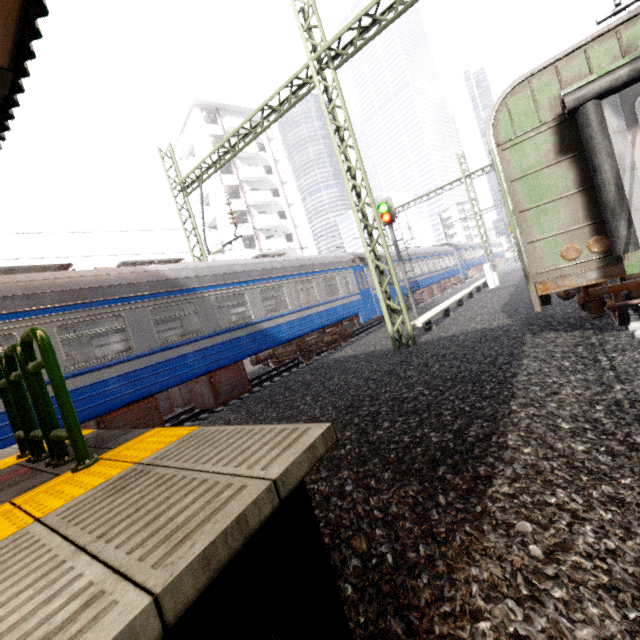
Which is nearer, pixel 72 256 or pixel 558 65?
pixel 558 65

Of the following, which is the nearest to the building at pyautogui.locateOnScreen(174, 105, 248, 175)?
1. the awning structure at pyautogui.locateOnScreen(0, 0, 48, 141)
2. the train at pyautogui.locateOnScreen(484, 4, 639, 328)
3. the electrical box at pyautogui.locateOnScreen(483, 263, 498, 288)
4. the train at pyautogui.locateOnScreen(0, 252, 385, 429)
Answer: the train at pyautogui.locateOnScreen(0, 252, 385, 429)

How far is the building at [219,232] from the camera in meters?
36.8 m

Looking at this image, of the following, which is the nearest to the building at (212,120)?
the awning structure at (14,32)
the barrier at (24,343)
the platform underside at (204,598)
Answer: the awning structure at (14,32)

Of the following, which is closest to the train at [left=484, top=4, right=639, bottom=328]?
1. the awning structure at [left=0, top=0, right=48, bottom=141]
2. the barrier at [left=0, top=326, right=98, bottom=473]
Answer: the awning structure at [left=0, top=0, right=48, bottom=141]

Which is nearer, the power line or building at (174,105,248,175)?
the power line

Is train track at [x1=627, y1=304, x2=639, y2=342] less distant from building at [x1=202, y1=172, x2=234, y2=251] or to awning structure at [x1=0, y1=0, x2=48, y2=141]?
awning structure at [x1=0, y1=0, x2=48, y2=141]
